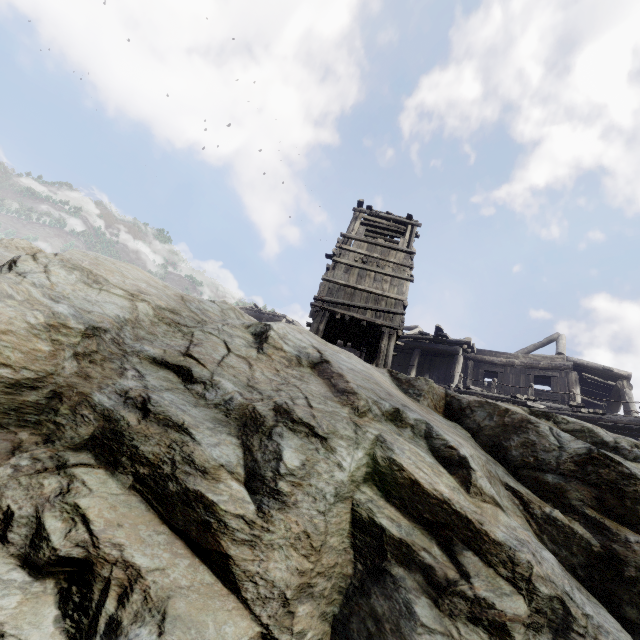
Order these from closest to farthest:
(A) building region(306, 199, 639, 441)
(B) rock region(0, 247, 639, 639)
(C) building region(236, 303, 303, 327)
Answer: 1. (B) rock region(0, 247, 639, 639)
2. (A) building region(306, 199, 639, 441)
3. (C) building region(236, 303, 303, 327)

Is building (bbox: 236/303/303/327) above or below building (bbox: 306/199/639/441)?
above

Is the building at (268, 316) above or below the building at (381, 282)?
above

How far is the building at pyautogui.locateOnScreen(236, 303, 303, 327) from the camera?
33.9 meters

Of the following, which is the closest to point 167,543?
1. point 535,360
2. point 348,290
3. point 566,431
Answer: Answer: point 566,431

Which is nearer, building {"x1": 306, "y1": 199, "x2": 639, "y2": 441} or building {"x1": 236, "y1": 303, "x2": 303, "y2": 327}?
building {"x1": 306, "y1": 199, "x2": 639, "y2": 441}

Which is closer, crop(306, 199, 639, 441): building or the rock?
the rock

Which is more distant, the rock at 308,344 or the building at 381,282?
the building at 381,282
